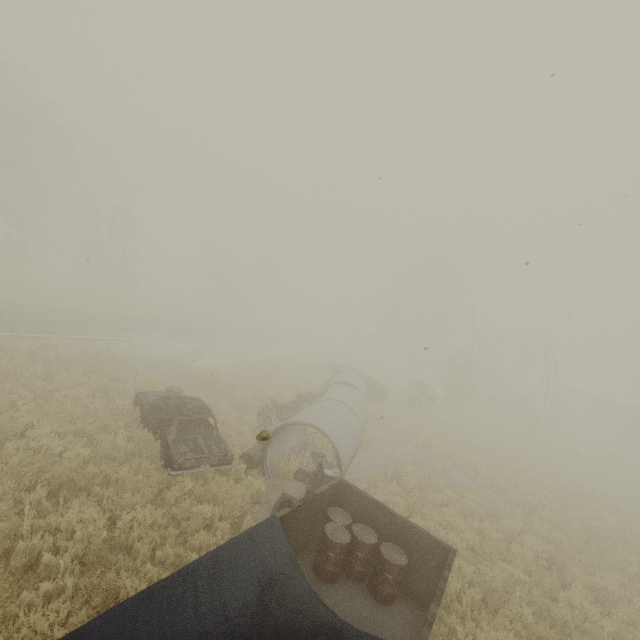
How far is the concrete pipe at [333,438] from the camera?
9.4m

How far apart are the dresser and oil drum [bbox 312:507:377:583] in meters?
0.7

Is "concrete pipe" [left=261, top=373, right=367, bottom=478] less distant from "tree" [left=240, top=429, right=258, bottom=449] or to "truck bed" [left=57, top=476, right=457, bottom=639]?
"truck bed" [left=57, top=476, right=457, bottom=639]

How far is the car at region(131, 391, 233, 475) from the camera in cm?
810

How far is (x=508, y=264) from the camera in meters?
10.6 m

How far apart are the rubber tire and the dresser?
6.7 meters

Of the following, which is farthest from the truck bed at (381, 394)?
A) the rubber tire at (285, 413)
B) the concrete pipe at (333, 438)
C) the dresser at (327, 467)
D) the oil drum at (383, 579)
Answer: the oil drum at (383, 579)

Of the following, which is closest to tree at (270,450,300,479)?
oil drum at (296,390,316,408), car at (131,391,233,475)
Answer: car at (131,391,233,475)
